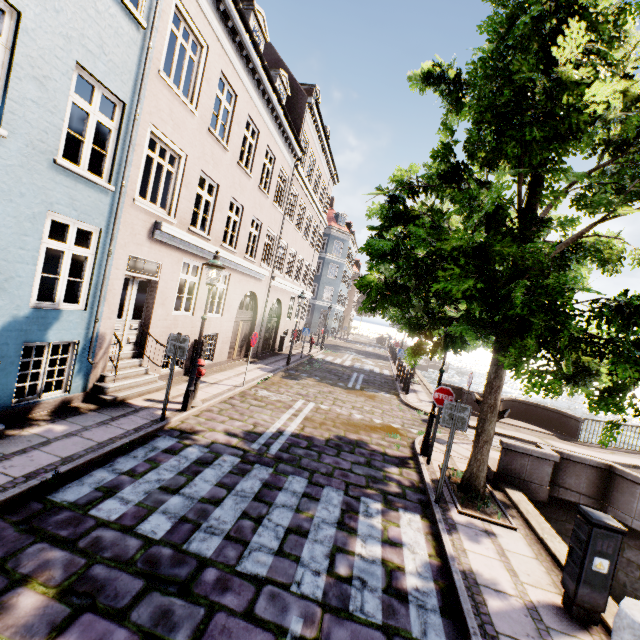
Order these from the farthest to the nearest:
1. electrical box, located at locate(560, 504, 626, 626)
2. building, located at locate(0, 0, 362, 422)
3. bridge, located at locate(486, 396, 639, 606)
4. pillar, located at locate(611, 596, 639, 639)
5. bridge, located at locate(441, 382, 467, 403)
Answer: bridge, located at locate(441, 382, 467, 403), bridge, located at locate(486, 396, 639, 606), building, located at locate(0, 0, 362, 422), electrical box, located at locate(560, 504, 626, 626), pillar, located at locate(611, 596, 639, 639)

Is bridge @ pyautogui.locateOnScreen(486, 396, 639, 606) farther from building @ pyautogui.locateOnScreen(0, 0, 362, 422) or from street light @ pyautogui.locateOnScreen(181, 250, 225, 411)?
building @ pyautogui.locateOnScreen(0, 0, 362, 422)

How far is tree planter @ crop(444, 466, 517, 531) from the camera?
5.73m

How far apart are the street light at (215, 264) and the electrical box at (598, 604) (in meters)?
7.45

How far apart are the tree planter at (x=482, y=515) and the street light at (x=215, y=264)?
6.1m

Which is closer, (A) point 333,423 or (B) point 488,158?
(B) point 488,158

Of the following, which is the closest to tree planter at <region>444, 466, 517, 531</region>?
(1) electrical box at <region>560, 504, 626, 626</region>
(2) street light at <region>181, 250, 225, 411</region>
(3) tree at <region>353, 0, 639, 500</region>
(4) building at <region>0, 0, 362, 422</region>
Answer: (3) tree at <region>353, 0, 639, 500</region>

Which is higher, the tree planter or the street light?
the street light
